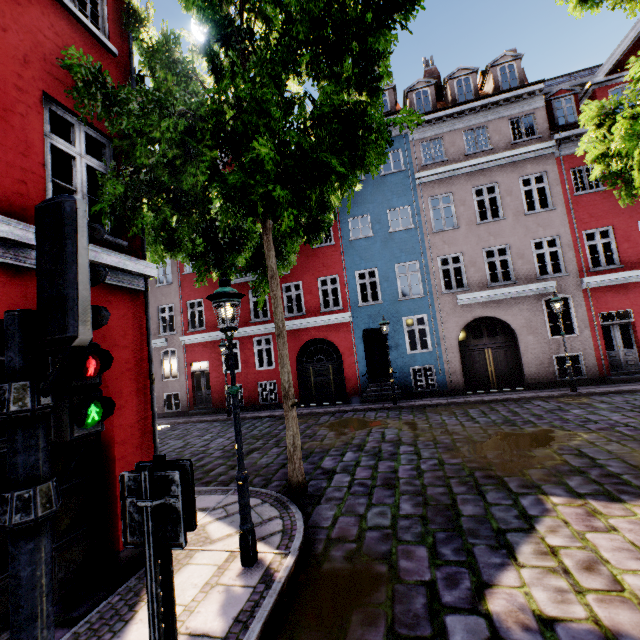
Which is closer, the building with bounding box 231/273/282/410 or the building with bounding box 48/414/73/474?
the building with bounding box 48/414/73/474

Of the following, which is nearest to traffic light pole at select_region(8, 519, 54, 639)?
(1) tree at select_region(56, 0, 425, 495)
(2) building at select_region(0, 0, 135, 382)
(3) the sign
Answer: (3) the sign

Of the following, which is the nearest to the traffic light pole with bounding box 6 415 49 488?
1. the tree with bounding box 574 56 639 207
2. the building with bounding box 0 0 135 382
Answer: the building with bounding box 0 0 135 382

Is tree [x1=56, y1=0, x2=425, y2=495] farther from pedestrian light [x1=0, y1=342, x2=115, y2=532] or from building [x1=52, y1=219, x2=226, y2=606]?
pedestrian light [x1=0, y1=342, x2=115, y2=532]

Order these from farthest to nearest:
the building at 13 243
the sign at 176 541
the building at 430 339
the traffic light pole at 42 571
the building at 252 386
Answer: the building at 252 386 < the building at 430 339 < the building at 13 243 < the sign at 176 541 < the traffic light pole at 42 571

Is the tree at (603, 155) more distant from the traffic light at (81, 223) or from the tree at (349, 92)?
the traffic light at (81, 223)

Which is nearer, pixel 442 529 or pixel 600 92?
pixel 442 529

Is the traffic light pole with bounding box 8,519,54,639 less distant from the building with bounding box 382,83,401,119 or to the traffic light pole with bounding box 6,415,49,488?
the traffic light pole with bounding box 6,415,49,488
